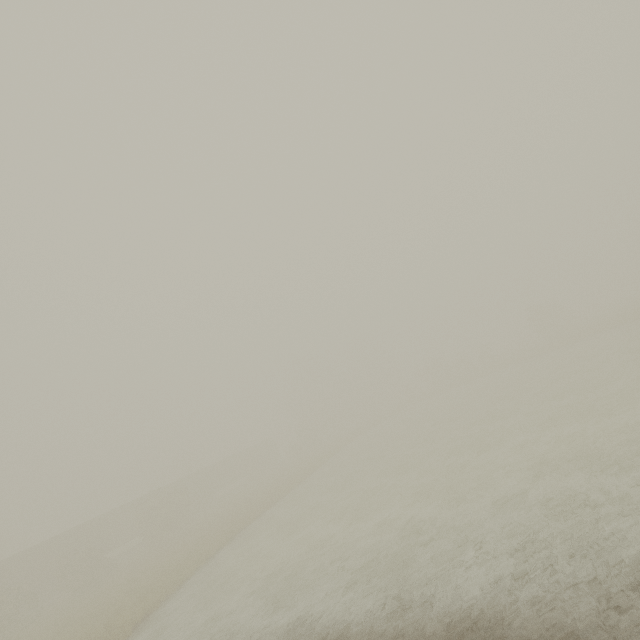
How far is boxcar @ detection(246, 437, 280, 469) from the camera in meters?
A: 54.9 m

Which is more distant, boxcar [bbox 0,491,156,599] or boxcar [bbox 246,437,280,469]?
boxcar [bbox 246,437,280,469]

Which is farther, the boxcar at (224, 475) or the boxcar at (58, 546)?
the boxcar at (224, 475)

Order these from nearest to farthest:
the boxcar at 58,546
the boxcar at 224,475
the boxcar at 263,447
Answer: the boxcar at 58,546, the boxcar at 224,475, the boxcar at 263,447

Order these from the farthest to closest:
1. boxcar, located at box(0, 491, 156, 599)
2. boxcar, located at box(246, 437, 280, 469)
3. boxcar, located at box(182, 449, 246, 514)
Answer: boxcar, located at box(246, 437, 280, 469) → boxcar, located at box(182, 449, 246, 514) → boxcar, located at box(0, 491, 156, 599)

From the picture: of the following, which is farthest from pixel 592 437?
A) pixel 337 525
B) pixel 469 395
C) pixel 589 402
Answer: pixel 469 395
